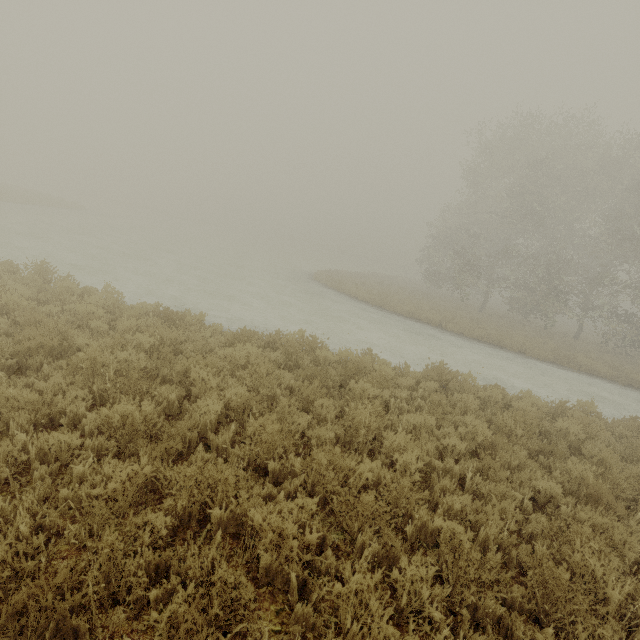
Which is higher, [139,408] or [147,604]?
[139,408]
